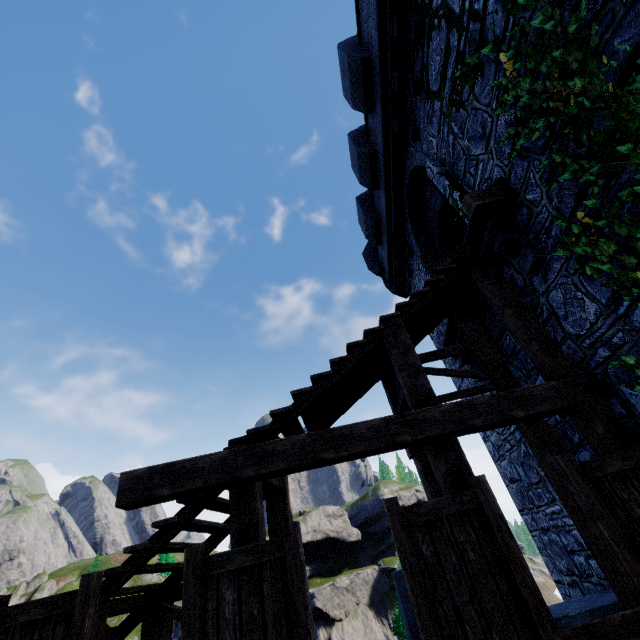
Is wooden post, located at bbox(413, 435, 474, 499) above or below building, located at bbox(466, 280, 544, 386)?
below

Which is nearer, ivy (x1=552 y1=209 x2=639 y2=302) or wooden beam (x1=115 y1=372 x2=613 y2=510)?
ivy (x1=552 y1=209 x2=639 y2=302)

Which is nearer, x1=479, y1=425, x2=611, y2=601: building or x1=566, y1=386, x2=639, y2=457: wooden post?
x1=566, y1=386, x2=639, y2=457: wooden post

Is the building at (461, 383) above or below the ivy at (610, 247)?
above

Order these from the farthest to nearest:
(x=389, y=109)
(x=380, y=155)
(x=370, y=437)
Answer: (x=380, y=155) < (x=389, y=109) < (x=370, y=437)

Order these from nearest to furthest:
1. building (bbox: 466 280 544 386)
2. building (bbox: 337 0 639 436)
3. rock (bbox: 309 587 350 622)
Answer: building (bbox: 337 0 639 436) → building (bbox: 466 280 544 386) → rock (bbox: 309 587 350 622)

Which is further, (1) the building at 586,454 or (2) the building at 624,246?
(1) the building at 586,454

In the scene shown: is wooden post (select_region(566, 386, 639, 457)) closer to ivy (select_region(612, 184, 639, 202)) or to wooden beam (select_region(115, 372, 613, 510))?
wooden beam (select_region(115, 372, 613, 510))
